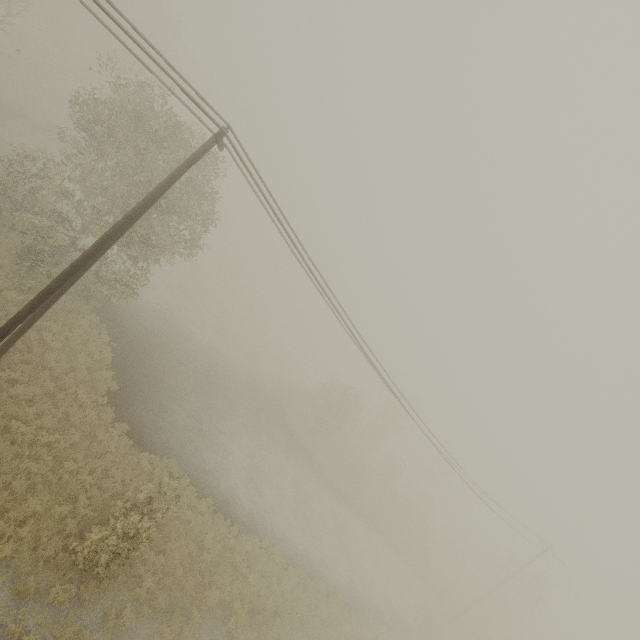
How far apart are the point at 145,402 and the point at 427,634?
29.4m
